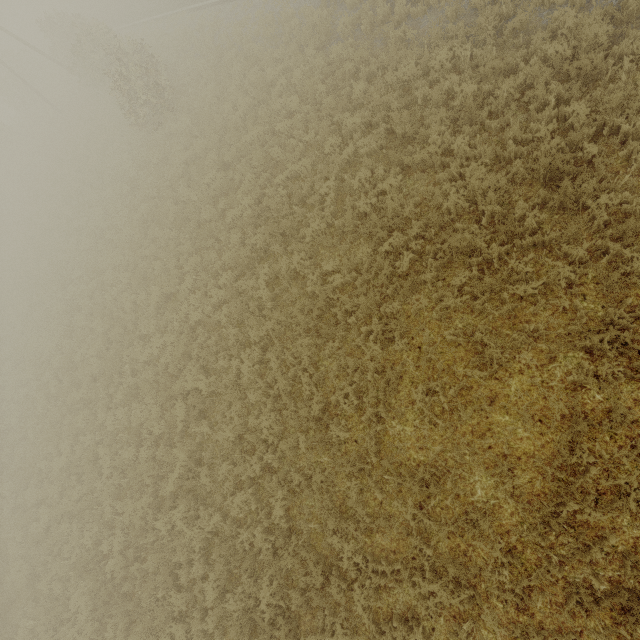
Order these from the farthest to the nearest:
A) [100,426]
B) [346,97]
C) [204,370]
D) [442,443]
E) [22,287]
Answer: [22,287]
[100,426]
[346,97]
[204,370]
[442,443]
